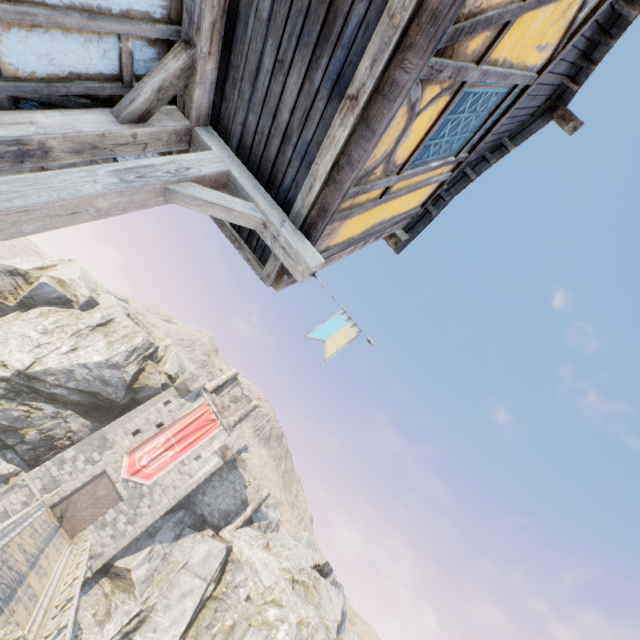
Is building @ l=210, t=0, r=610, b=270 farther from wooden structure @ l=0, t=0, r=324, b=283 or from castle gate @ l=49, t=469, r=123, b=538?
castle gate @ l=49, t=469, r=123, b=538

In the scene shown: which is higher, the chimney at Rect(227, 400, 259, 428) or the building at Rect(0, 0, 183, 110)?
the chimney at Rect(227, 400, 259, 428)

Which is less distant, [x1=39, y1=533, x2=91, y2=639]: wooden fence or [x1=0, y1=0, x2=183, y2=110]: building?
[x1=0, y1=0, x2=183, y2=110]: building

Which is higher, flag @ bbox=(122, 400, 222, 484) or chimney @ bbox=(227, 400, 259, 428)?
chimney @ bbox=(227, 400, 259, 428)

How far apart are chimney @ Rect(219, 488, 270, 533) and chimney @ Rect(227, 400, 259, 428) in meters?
7.3 m

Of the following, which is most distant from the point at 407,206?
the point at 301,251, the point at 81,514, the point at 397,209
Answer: the point at 81,514

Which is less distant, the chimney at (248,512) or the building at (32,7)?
the building at (32,7)

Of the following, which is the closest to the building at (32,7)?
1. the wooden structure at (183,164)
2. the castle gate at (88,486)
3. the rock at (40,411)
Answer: the wooden structure at (183,164)
